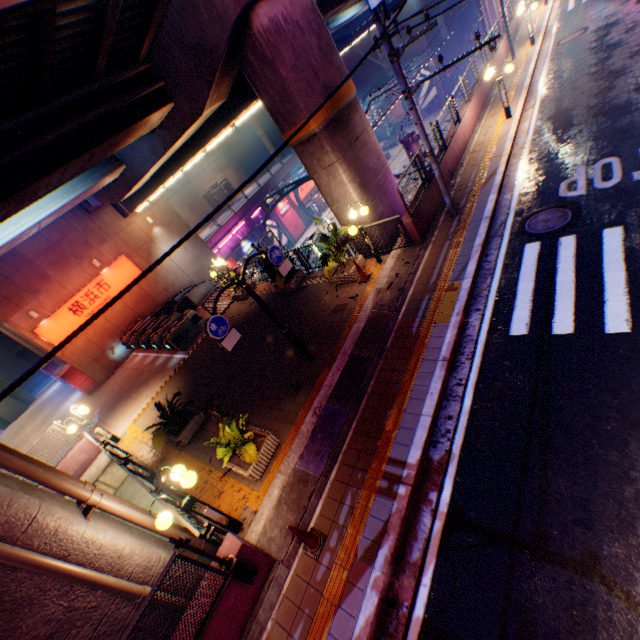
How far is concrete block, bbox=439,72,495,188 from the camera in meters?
12.8 m

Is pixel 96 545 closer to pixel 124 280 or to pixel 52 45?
pixel 52 45

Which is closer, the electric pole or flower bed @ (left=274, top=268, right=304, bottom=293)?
the electric pole

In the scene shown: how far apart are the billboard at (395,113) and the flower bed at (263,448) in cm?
5070

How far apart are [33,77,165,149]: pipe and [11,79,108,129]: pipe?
0.3m

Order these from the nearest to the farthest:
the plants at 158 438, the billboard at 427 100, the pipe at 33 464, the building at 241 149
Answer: the pipe at 33 464 → the plants at 158 438 → the billboard at 427 100 → the building at 241 149

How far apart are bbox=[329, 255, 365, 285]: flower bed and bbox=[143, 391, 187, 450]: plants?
6.2 meters

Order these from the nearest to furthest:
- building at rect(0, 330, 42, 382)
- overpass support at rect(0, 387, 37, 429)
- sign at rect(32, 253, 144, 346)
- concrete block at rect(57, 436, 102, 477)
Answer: concrete block at rect(57, 436, 102, 477)
sign at rect(32, 253, 144, 346)
overpass support at rect(0, 387, 37, 429)
building at rect(0, 330, 42, 382)
